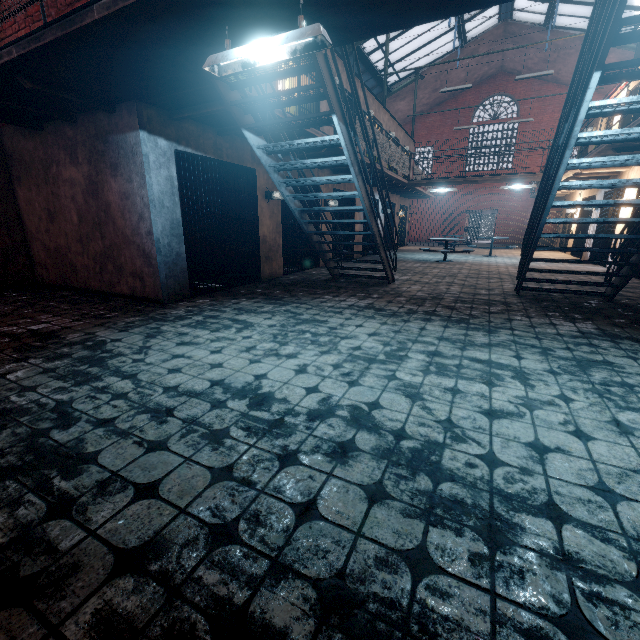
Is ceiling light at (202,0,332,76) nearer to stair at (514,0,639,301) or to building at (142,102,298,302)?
stair at (514,0,639,301)

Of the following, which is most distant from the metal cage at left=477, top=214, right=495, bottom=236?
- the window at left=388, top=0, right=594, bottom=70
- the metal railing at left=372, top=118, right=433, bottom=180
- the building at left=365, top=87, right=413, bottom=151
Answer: the metal railing at left=372, top=118, right=433, bottom=180

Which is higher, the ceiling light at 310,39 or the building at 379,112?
the building at 379,112

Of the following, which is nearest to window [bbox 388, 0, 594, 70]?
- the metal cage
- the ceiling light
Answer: the ceiling light

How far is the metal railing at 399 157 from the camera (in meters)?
9.35

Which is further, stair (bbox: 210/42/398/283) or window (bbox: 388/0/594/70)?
window (bbox: 388/0/594/70)

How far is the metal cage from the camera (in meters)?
28.58

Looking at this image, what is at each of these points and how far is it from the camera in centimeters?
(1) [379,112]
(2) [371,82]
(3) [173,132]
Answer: (1) building, 1309cm
(2) window, 1783cm
(3) building, 499cm
